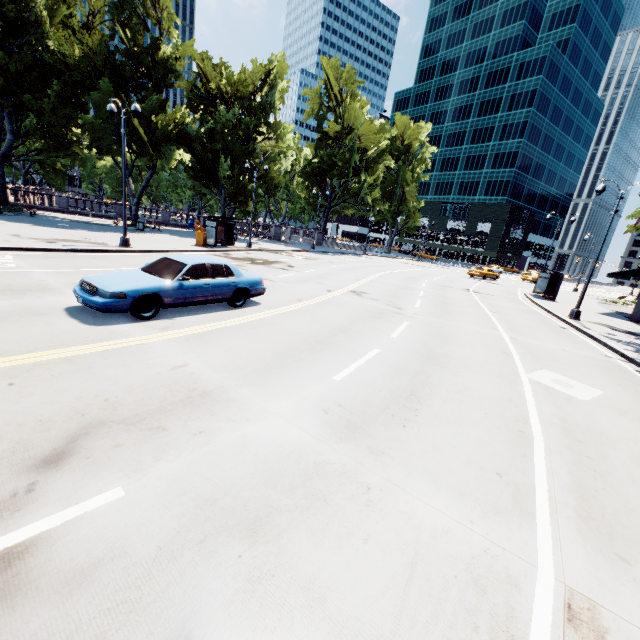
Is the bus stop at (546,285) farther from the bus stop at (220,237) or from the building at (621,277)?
the bus stop at (220,237)

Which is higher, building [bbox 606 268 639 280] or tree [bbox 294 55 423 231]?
tree [bbox 294 55 423 231]

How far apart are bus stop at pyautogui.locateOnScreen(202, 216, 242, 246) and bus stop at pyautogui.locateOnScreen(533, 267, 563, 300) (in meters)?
25.48

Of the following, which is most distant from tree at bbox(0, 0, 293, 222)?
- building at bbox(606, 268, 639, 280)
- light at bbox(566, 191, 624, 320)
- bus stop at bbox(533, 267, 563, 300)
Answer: bus stop at bbox(533, 267, 563, 300)

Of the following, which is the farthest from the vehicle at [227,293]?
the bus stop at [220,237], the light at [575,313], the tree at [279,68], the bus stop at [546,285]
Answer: the bus stop at [546,285]

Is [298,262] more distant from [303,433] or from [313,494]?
[313,494]

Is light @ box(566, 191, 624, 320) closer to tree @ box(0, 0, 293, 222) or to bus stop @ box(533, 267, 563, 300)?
tree @ box(0, 0, 293, 222)

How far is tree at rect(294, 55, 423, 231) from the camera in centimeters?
4456cm
